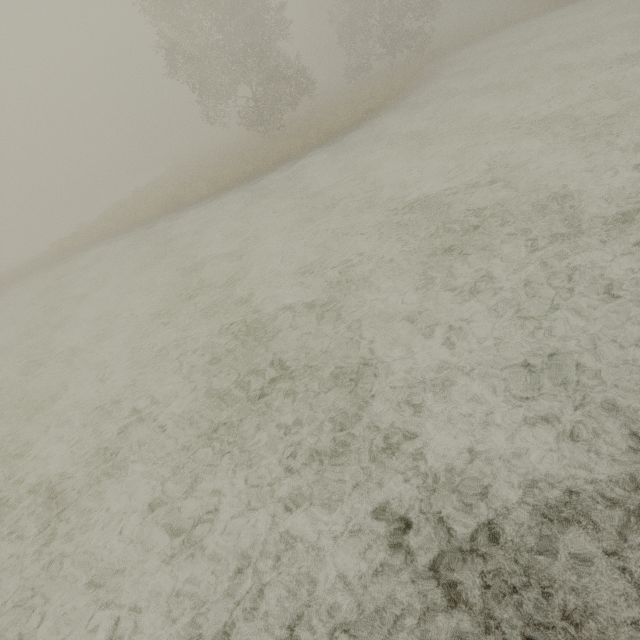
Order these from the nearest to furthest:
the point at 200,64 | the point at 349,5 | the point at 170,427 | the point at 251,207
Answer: the point at 170,427 → the point at 251,207 → the point at 200,64 → the point at 349,5
